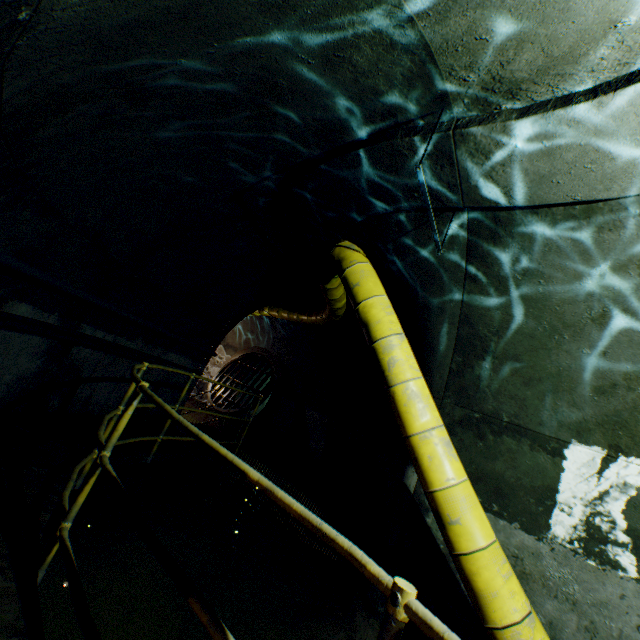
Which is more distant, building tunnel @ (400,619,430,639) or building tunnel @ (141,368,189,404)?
building tunnel @ (141,368,189,404)

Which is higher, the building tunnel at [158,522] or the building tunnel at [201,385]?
the building tunnel at [201,385]

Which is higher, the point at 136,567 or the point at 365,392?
the point at 365,392

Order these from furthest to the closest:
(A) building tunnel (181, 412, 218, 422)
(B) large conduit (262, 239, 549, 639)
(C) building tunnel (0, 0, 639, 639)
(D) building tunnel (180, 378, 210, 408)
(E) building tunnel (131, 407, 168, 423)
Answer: (A) building tunnel (181, 412, 218, 422) < (D) building tunnel (180, 378, 210, 408) < (E) building tunnel (131, 407, 168, 423) < (B) large conduit (262, 239, 549, 639) < (C) building tunnel (0, 0, 639, 639)

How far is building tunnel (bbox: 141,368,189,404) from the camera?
5.9m

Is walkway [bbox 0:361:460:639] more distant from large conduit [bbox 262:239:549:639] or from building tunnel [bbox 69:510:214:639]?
large conduit [bbox 262:239:549:639]
